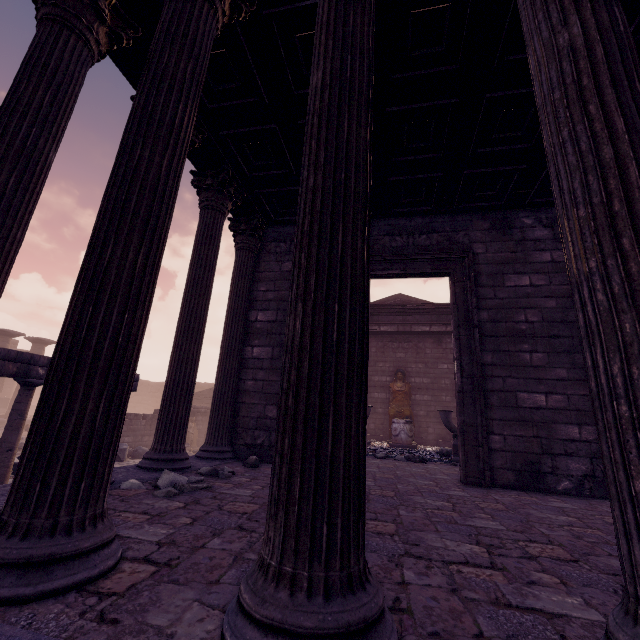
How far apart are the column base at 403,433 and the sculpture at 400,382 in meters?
0.9 m

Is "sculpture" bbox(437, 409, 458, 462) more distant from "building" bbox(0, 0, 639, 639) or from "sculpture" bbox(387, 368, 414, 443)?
Answer: "sculpture" bbox(387, 368, 414, 443)

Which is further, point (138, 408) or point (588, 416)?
point (138, 408)

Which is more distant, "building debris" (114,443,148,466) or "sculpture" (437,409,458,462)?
"building debris" (114,443,148,466)

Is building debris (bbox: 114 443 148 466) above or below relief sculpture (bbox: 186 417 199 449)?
below

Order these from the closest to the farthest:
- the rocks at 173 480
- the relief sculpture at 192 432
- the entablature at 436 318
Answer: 1. the rocks at 173 480
2. the entablature at 436 318
3. the relief sculpture at 192 432

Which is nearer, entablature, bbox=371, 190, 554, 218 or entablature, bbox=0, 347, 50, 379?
entablature, bbox=371, 190, 554, 218

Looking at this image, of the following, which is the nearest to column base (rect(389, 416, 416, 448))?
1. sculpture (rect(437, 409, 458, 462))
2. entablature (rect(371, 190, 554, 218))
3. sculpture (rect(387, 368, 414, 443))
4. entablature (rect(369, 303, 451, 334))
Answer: sculpture (rect(387, 368, 414, 443))
